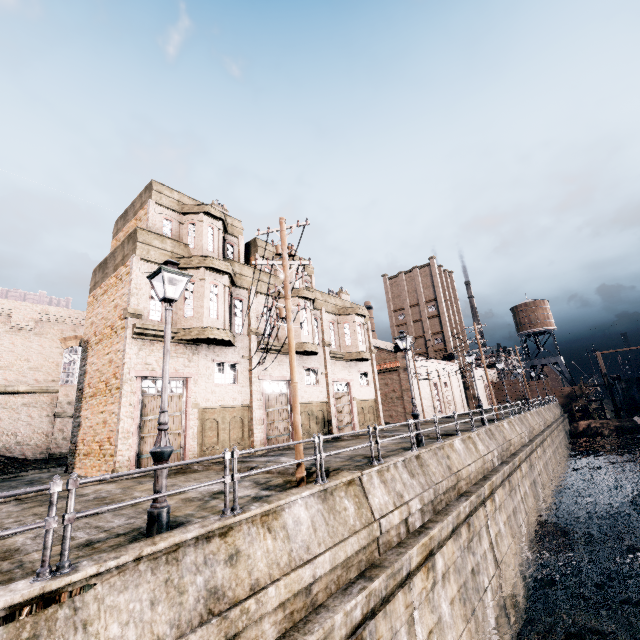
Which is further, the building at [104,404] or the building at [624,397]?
the building at [624,397]

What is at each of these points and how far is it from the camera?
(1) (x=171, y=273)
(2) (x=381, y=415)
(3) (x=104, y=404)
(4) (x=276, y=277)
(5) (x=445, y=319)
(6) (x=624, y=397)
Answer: (1) street light, 7.5 meters
(2) building, 31.2 meters
(3) building, 16.1 meters
(4) building, 25.0 meters
(5) building, 59.5 meters
(6) building, 55.2 meters

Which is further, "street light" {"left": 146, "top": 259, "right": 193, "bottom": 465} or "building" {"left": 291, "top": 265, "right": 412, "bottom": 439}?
"building" {"left": 291, "top": 265, "right": 412, "bottom": 439}

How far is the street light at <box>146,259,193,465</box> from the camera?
6.5m

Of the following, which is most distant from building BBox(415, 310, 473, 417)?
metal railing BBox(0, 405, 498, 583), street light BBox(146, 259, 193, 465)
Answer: metal railing BBox(0, 405, 498, 583)

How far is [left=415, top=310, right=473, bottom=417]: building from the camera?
44.3m

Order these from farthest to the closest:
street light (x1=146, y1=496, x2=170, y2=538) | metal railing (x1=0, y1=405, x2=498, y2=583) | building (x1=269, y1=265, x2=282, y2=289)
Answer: building (x1=269, y1=265, x2=282, y2=289) → street light (x1=146, y1=496, x2=170, y2=538) → metal railing (x1=0, y1=405, x2=498, y2=583)

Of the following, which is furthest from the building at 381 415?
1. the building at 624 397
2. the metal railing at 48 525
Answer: the building at 624 397
